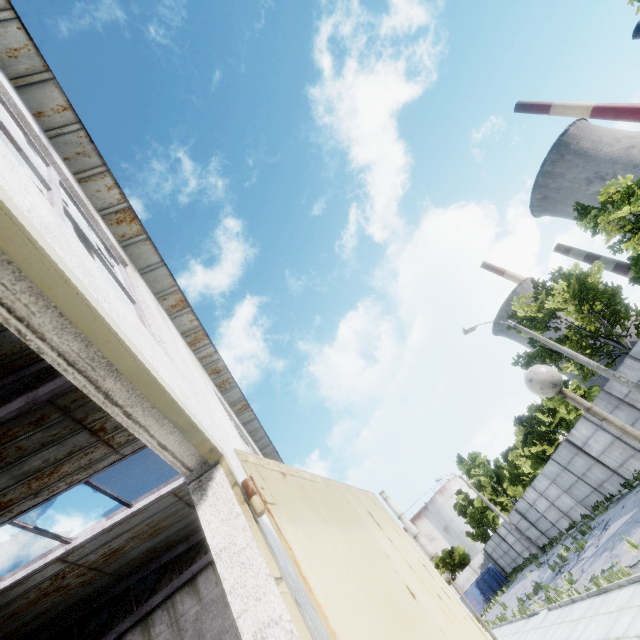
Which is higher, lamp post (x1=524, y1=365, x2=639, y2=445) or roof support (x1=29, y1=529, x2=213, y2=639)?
roof support (x1=29, y1=529, x2=213, y2=639)

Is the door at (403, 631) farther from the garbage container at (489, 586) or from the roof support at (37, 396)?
the garbage container at (489, 586)

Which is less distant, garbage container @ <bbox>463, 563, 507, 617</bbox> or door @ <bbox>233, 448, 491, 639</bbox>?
door @ <bbox>233, 448, 491, 639</bbox>

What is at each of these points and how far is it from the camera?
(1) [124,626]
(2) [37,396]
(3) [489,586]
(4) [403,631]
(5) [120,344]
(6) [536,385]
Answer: (1) roof support, 8.6 meters
(2) roof support, 4.4 meters
(3) garbage container, 35.0 meters
(4) door, 1.8 meters
(5) door frame, 1.2 meters
(6) lamp post, 3.1 meters

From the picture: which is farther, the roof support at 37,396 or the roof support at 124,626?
the roof support at 124,626

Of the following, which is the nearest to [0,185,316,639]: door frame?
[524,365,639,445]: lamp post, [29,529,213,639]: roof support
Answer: [524,365,639,445]: lamp post

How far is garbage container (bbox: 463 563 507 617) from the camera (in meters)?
34.16

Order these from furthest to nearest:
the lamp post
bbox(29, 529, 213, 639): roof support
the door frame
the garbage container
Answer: the garbage container < bbox(29, 529, 213, 639): roof support < the lamp post < the door frame
